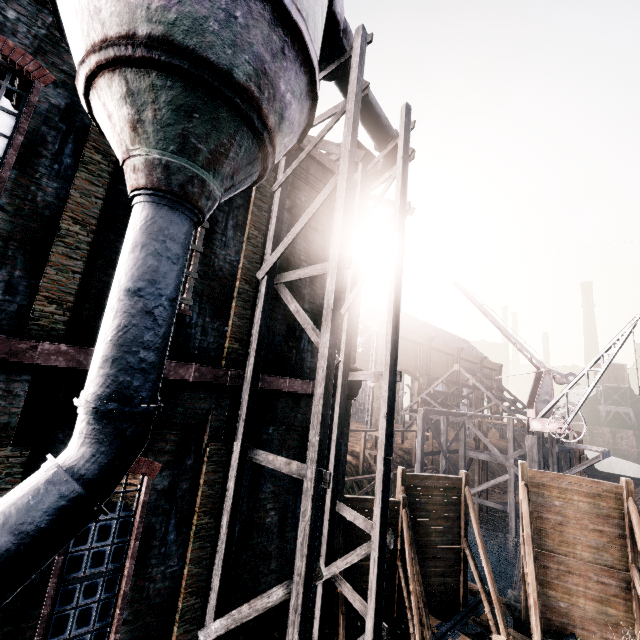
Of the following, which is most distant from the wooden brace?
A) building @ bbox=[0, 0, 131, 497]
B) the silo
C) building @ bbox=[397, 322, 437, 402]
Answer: building @ bbox=[397, 322, 437, 402]

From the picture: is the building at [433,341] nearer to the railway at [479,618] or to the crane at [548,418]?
the crane at [548,418]

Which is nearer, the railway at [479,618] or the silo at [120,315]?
the silo at [120,315]

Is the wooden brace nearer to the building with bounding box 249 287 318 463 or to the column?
the column

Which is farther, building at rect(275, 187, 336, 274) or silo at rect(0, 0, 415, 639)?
building at rect(275, 187, 336, 274)

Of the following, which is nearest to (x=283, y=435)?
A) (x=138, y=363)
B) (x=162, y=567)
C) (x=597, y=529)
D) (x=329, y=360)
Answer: (x=162, y=567)

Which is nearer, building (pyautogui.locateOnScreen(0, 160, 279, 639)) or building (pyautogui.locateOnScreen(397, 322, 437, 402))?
building (pyautogui.locateOnScreen(0, 160, 279, 639))

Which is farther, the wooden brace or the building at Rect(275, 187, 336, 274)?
the wooden brace
